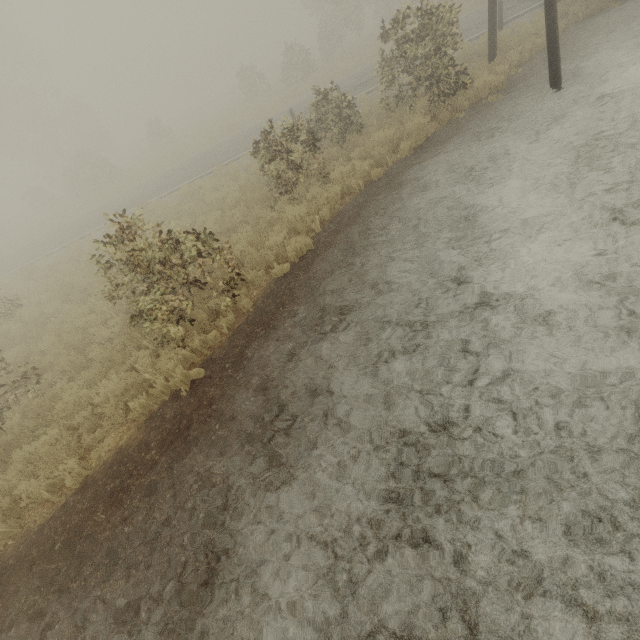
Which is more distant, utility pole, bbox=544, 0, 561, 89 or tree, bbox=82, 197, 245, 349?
utility pole, bbox=544, 0, 561, 89

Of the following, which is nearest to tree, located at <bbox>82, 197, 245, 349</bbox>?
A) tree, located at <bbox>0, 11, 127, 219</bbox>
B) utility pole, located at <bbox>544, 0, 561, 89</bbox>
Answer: utility pole, located at <bbox>544, 0, 561, 89</bbox>

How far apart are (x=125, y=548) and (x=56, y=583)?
1.1m

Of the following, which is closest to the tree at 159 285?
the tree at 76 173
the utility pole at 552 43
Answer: the utility pole at 552 43

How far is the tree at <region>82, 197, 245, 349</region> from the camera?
5.9 meters

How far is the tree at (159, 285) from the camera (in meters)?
5.89

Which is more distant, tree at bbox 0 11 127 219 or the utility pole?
tree at bbox 0 11 127 219
